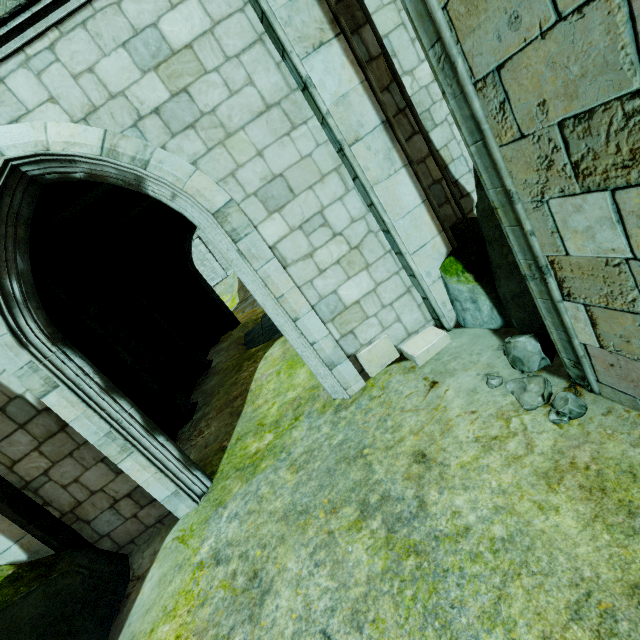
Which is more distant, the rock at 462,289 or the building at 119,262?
the building at 119,262

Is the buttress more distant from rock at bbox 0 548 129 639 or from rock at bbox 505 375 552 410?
rock at bbox 0 548 129 639

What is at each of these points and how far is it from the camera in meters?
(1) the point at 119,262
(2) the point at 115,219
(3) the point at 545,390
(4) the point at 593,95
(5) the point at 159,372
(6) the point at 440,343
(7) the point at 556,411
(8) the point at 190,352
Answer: (1) building, 12.6 m
(2) stone beam, 10.1 m
(3) rock, 2.9 m
(4) buttress, 1.4 m
(5) building, 9.9 m
(6) brick, 4.5 m
(7) rock, 2.7 m
(8) column base, 11.4 m

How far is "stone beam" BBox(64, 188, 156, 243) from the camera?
9.8m

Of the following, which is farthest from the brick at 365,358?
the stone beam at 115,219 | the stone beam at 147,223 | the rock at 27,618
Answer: the stone beam at 147,223

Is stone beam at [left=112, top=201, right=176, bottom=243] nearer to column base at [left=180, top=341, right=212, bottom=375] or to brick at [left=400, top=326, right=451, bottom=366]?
column base at [left=180, top=341, right=212, bottom=375]

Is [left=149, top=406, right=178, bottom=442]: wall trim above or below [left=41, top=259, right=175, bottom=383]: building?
below

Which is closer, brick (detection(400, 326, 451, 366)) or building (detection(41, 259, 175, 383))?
brick (detection(400, 326, 451, 366))
